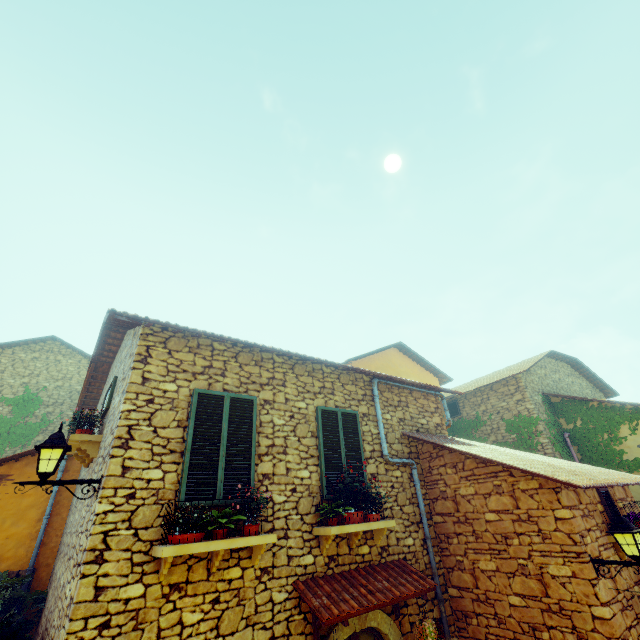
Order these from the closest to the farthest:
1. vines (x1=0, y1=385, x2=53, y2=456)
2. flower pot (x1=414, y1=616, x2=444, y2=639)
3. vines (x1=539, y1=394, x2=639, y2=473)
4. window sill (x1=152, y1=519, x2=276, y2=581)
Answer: window sill (x1=152, y1=519, x2=276, y2=581) < flower pot (x1=414, y1=616, x2=444, y2=639) < vines (x1=539, y1=394, x2=639, y2=473) < vines (x1=0, y1=385, x2=53, y2=456)

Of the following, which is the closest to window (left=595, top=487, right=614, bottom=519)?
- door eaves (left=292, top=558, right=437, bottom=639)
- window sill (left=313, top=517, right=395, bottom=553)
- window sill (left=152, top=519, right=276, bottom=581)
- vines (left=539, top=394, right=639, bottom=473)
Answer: door eaves (left=292, top=558, right=437, bottom=639)

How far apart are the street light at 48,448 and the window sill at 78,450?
1.5m

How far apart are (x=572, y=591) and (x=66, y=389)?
19.2m

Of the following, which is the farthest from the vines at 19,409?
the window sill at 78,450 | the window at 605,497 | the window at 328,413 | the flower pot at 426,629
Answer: the window at 605,497

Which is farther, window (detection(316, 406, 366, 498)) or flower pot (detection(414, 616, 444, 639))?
window (detection(316, 406, 366, 498))

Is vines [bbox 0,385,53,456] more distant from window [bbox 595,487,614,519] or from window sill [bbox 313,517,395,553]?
window [bbox 595,487,614,519]

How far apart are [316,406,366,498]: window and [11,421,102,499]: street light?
3.4 meters
